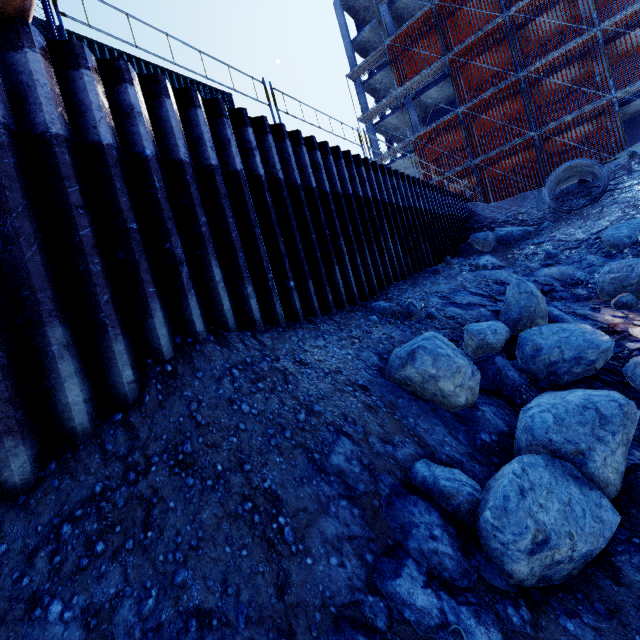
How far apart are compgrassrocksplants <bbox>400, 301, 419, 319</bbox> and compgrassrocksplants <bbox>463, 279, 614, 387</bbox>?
1.14m

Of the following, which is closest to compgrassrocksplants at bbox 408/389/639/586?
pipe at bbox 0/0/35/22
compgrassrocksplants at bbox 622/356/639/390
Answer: compgrassrocksplants at bbox 622/356/639/390

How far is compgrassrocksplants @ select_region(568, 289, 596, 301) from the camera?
→ 7.84m

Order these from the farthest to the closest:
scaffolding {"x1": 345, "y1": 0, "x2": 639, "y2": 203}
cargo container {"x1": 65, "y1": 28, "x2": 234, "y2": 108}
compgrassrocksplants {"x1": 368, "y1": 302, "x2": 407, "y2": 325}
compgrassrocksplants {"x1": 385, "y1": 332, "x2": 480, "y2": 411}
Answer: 1. scaffolding {"x1": 345, "y1": 0, "x2": 639, "y2": 203}
2. cargo container {"x1": 65, "y1": 28, "x2": 234, "y2": 108}
3. compgrassrocksplants {"x1": 368, "y1": 302, "x2": 407, "y2": 325}
4. compgrassrocksplants {"x1": 385, "y1": 332, "x2": 480, "y2": 411}

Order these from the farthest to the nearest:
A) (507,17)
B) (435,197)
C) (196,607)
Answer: (507,17), (435,197), (196,607)

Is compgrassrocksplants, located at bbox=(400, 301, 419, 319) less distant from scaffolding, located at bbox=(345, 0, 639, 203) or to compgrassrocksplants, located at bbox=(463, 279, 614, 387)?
compgrassrocksplants, located at bbox=(463, 279, 614, 387)

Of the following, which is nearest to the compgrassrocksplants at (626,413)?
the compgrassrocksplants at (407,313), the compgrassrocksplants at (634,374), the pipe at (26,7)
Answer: the compgrassrocksplants at (634,374)

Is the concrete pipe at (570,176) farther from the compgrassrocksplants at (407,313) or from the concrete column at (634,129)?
the concrete column at (634,129)
